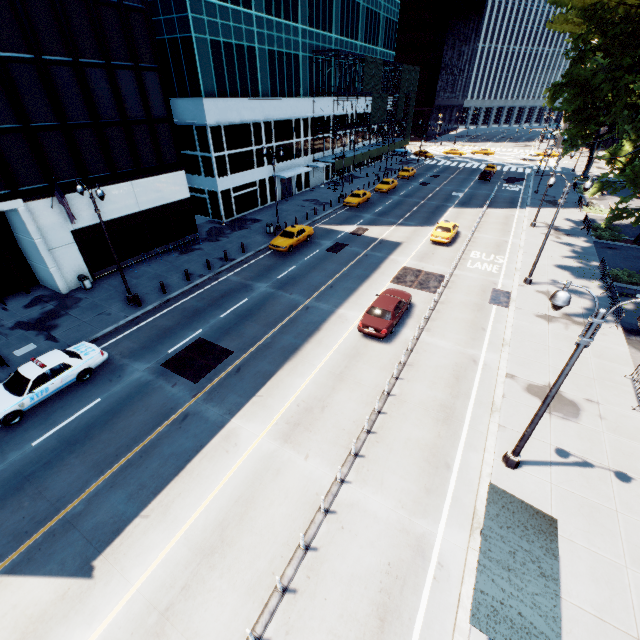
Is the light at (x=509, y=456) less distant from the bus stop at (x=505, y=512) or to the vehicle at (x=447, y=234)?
the bus stop at (x=505, y=512)

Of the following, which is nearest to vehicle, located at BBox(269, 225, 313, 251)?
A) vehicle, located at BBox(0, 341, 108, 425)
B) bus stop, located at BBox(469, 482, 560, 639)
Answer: vehicle, located at BBox(0, 341, 108, 425)

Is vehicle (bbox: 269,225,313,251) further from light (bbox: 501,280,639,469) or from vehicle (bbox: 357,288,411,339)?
light (bbox: 501,280,639,469)

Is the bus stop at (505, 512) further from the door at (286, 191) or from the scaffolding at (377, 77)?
the scaffolding at (377, 77)

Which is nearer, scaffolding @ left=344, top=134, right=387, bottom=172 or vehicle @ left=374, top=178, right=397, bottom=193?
vehicle @ left=374, top=178, right=397, bottom=193

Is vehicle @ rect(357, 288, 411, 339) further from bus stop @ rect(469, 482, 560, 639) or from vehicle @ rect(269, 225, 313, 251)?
vehicle @ rect(269, 225, 313, 251)

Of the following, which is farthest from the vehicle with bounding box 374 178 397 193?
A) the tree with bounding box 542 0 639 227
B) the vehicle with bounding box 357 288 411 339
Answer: the vehicle with bounding box 357 288 411 339

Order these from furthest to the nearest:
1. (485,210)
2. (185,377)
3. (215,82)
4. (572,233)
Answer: (485,210), (572,233), (215,82), (185,377)
